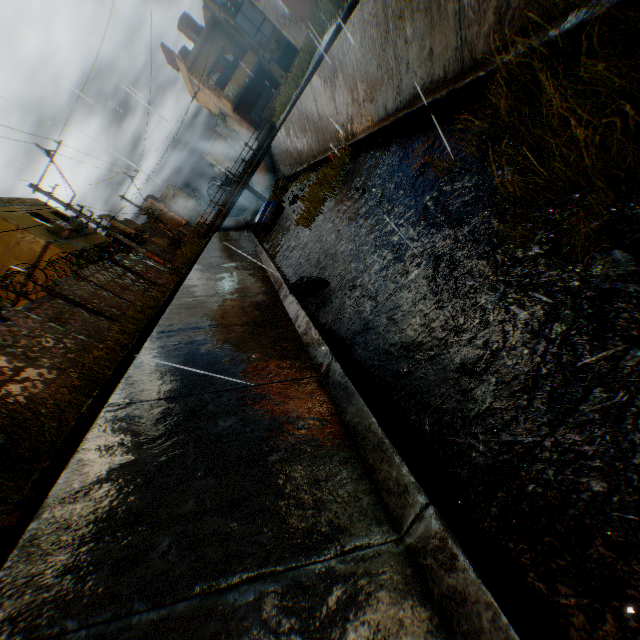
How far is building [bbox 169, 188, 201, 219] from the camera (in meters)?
55.03

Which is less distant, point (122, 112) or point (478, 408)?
point (478, 408)

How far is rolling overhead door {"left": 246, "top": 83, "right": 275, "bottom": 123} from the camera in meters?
31.8

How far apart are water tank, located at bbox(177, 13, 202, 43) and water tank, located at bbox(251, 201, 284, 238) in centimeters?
2407cm

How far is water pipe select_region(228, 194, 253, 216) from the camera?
54.8m

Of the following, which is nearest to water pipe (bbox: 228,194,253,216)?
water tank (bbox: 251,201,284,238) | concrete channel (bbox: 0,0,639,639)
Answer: concrete channel (bbox: 0,0,639,639)

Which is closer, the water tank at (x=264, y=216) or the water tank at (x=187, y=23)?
the water tank at (x=264, y=216)

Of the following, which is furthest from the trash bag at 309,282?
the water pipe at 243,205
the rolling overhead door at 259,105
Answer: the water pipe at 243,205
